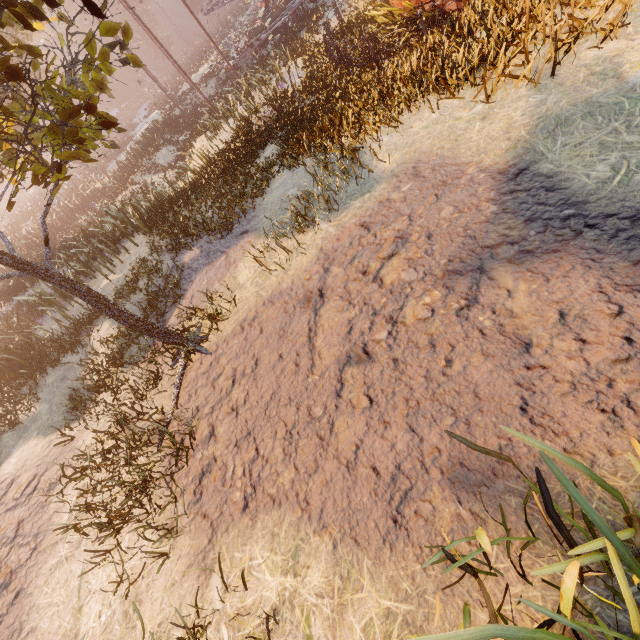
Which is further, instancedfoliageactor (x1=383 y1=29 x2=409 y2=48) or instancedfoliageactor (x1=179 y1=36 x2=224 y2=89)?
instancedfoliageactor (x1=179 y1=36 x2=224 y2=89)

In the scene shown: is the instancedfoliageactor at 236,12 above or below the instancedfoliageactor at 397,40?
above

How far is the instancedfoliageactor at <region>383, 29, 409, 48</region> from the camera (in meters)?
10.39

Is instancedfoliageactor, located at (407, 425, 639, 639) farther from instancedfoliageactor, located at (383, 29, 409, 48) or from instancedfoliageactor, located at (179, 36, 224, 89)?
instancedfoliageactor, located at (179, 36, 224, 89)

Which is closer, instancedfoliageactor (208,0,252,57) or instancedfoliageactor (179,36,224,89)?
instancedfoliageactor (179,36,224,89)

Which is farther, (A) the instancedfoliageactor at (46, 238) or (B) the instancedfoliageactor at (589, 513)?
(A) the instancedfoliageactor at (46, 238)

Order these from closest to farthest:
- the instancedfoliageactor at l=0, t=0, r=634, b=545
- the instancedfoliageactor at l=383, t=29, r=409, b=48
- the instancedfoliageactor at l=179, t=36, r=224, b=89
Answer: the instancedfoliageactor at l=0, t=0, r=634, b=545
the instancedfoliageactor at l=383, t=29, r=409, b=48
the instancedfoliageactor at l=179, t=36, r=224, b=89

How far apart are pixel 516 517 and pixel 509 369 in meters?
1.1
